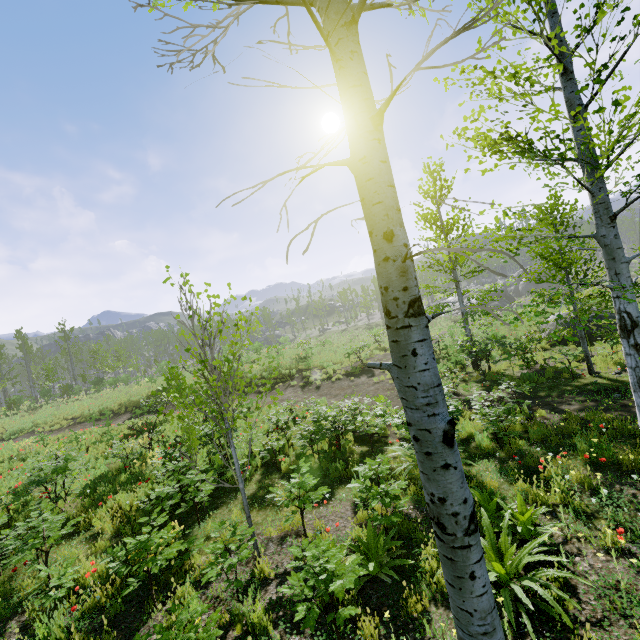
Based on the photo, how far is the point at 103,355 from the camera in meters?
40.2 m
